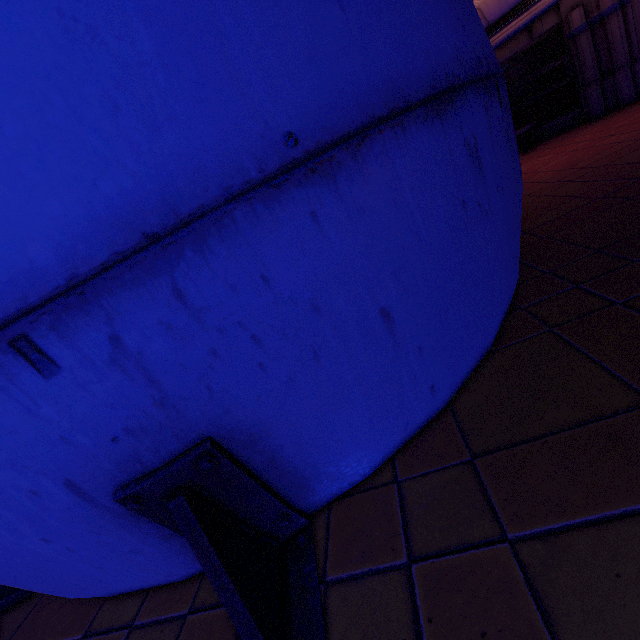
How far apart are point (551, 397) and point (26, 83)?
2.67m

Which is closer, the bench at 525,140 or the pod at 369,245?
the pod at 369,245

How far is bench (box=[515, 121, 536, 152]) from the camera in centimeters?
908cm

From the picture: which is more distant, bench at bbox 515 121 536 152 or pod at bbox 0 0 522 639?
bench at bbox 515 121 536 152

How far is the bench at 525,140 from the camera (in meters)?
9.08
